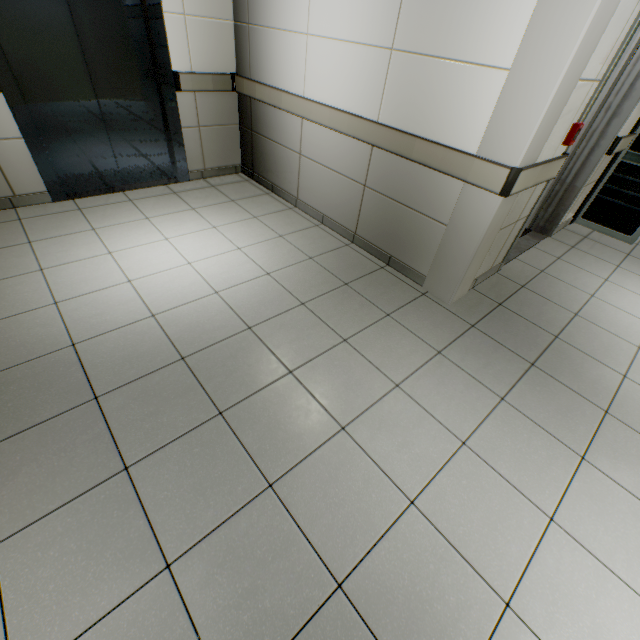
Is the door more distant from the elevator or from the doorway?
the elevator

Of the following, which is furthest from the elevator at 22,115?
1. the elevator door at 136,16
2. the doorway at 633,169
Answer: the doorway at 633,169

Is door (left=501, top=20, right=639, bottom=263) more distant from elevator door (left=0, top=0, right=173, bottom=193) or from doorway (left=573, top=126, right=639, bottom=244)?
elevator door (left=0, top=0, right=173, bottom=193)

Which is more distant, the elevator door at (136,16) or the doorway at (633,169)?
the doorway at (633,169)

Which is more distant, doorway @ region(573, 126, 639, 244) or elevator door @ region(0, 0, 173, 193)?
doorway @ region(573, 126, 639, 244)

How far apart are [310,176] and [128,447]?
3.1m

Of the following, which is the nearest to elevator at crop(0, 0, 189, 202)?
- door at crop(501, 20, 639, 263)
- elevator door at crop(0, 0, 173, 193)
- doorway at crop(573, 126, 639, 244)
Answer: elevator door at crop(0, 0, 173, 193)

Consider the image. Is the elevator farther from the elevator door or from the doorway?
the doorway
